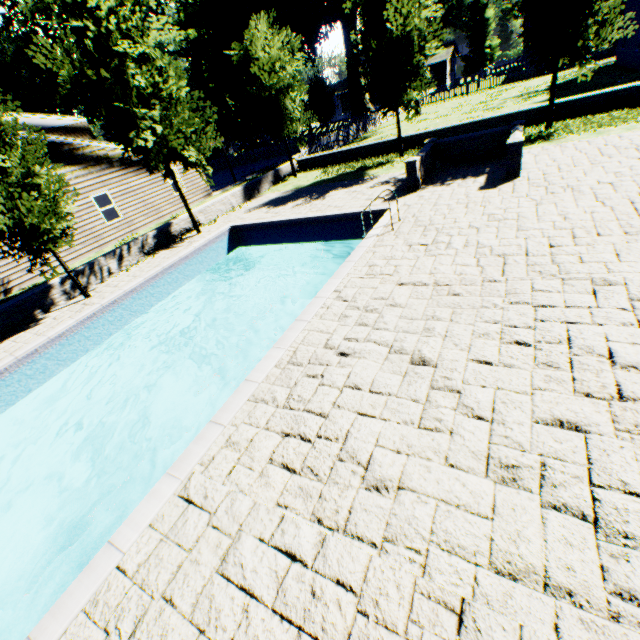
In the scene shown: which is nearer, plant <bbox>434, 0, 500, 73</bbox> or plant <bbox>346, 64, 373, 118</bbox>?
plant <bbox>346, 64, 373, 118</bbox>

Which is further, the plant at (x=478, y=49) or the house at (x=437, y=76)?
the plant at (x=478, y=49)

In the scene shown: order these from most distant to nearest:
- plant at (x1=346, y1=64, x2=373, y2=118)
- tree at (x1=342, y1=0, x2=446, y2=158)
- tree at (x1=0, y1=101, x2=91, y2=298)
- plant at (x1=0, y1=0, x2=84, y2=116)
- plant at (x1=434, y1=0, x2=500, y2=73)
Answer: plant at (x1=434, y1=0, x2=500, y2=73) < plant at (x1=346, y1=64, x2=373, y2=118) < plant at (x1=0, y1=0, x2=84, y2=116) < tree at (x1=342, y1=0, x2=446, y2=158) < tree at (x1=0, y1=101, x2=91, y2=298)

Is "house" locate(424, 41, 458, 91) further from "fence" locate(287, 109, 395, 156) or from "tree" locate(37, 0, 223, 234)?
"tree" locate(37, 0, 223, 234)

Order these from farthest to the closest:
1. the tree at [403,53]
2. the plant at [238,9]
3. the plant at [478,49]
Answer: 1. the plant at [478,49]
2. the plant at [238,9]
3. the tree at [403,53]

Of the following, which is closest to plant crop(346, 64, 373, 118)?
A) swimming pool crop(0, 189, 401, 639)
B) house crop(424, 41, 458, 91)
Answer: house crop(424, 41, 458, 91)

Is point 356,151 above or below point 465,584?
above

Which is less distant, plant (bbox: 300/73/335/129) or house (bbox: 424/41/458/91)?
plant (bbox: 300/73/335/129)
